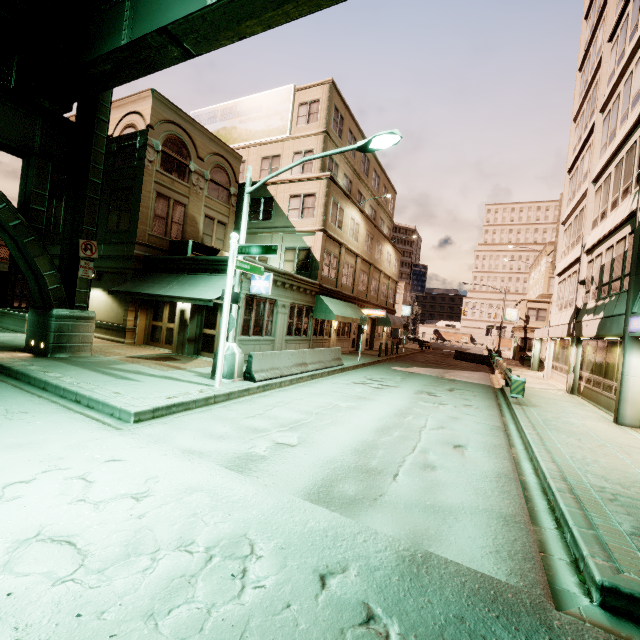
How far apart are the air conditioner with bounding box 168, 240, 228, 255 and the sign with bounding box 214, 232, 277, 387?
7.4m

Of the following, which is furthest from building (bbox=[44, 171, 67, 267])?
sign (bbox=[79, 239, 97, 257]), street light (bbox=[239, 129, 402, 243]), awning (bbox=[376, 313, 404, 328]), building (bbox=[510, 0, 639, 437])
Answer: building (bbox=[510, 0, 639, 437])

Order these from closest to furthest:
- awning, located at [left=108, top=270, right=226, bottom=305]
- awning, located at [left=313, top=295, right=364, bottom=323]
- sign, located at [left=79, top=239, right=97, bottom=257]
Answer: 1. sign, located at [left=79, top=239, right=97, bottom=257]
2. awning, located at [left=108, top=270, right=226, bottom=305]
3. awning, located at [left=313, top=295, right=364, bottom=323]

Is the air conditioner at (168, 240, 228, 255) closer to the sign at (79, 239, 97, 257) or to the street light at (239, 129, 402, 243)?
the sign at (79, 239, 97, 257)

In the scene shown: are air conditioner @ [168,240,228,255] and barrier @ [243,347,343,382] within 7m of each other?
no

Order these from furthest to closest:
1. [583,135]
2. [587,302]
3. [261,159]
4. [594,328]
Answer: [261,159], [583,135], [587,302], [594,328]

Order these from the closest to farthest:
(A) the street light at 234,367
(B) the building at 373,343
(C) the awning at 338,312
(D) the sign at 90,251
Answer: (A) the street light at 234,367, (D) the sign at 90,251, (C) the awning at 338,312, (B) the building at 373,343

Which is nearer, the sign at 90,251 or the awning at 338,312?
the sign at 90,251
